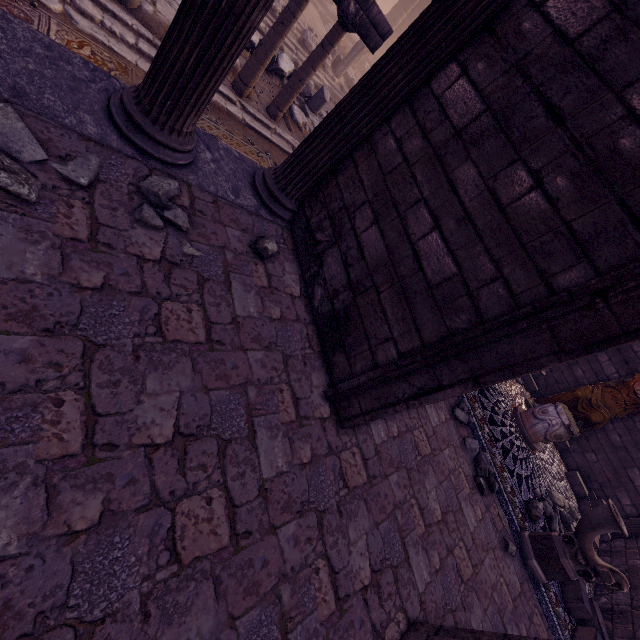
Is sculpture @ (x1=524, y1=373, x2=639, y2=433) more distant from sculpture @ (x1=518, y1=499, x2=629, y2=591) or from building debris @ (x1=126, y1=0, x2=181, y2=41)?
building debris @ (x1=126, y1=0, x2=181, y2=41)

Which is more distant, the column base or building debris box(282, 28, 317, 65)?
building debris box(282, 28, 317, 65)

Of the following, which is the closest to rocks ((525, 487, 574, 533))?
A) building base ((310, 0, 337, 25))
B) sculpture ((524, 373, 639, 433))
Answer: sculpture ((524, 373, 639, 433))

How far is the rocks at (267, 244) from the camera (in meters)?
3.09

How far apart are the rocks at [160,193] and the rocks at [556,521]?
7.1 meters

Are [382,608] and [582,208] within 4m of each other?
yes

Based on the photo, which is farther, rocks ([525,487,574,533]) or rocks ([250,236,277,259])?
rocks ([525,487,574,533])

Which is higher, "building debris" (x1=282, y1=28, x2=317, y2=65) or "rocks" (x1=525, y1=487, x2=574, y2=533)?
"rocks" (x1=525, y1=487, x2=574, y2=533)
